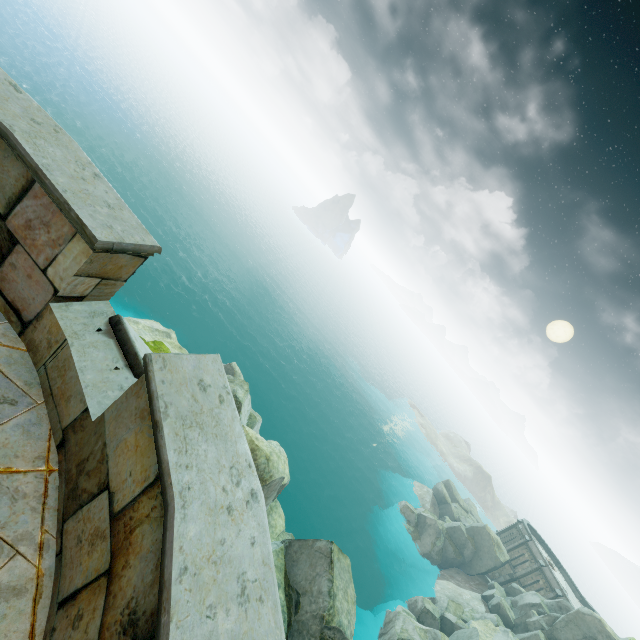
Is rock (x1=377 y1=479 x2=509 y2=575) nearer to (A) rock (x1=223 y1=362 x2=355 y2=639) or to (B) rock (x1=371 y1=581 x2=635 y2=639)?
(B) rock (x1=371 y1=581 x2=635 y2=639)

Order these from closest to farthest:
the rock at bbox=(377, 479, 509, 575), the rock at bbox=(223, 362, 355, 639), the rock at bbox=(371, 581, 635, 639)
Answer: the rock at bbox=(223, 362, 355, 639), the rock at bbox=(371, 581, 635, 639), the rock at bbox=(377, 479, 509, 575)

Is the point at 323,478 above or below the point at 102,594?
below

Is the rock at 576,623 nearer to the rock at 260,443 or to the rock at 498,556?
the rock at 260,443

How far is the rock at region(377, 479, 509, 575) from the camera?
42.4 meters
